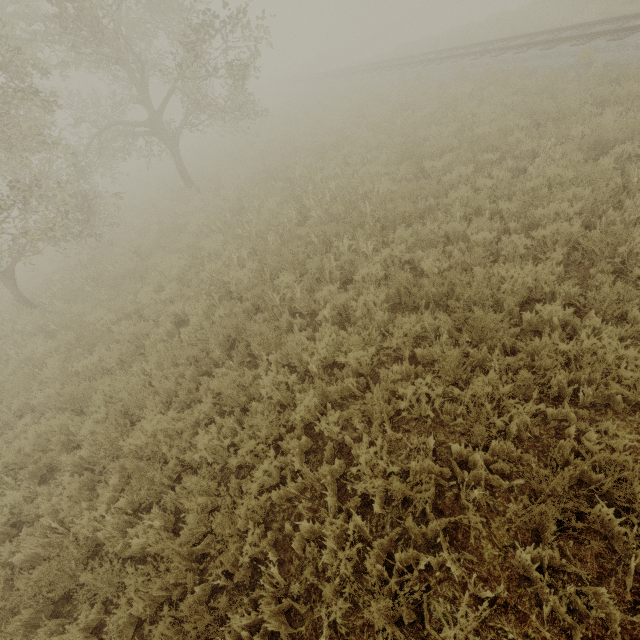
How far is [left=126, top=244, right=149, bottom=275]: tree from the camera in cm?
1014

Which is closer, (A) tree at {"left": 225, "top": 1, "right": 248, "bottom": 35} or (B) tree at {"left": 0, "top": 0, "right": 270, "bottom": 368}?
(B) tree at {"left": 0, "top": 0, "right": 270, "bottom": 368}

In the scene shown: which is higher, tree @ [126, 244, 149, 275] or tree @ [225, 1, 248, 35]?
tree @ [225, 1, 248, 35]

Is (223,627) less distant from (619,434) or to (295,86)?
(619,434)

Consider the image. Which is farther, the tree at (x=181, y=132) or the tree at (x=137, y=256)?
the tree at (x=137, y=256)
